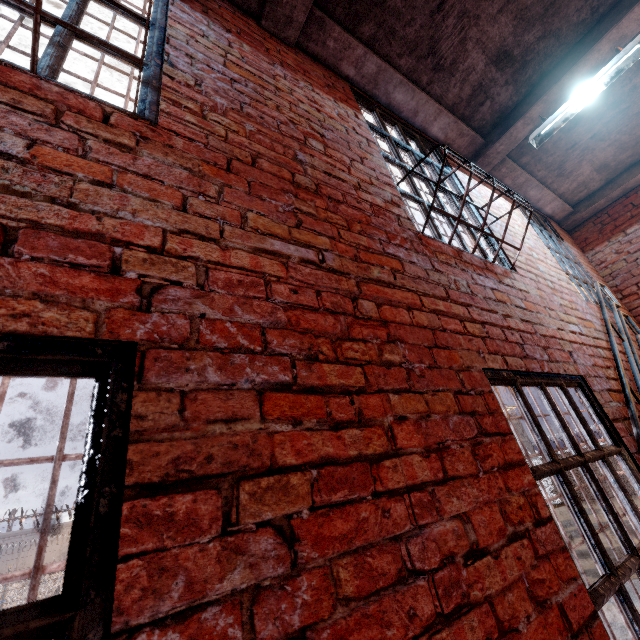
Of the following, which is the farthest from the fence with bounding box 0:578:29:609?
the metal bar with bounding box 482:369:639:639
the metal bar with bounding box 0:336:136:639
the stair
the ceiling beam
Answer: the metal bar with bounding box 0:336:136:639

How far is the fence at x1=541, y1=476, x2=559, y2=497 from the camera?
21.1m

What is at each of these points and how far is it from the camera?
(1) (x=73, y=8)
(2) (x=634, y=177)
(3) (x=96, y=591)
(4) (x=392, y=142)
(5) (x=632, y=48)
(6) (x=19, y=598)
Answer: (1) metal bar, 1.4 meters
(2) ceiling beam, 5.0 meters
(3) metal bar, 0.6 meters
(4) metal bar, 3.1 meters
(5) ceiling light, 3.1 meters
(6) fence, 18.3 meters

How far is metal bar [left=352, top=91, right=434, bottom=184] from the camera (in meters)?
2.86

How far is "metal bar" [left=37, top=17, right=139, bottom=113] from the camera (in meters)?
1.19

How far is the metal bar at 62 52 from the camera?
1.2m

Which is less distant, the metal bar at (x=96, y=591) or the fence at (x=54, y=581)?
the metal bar at (x=96, y=591)

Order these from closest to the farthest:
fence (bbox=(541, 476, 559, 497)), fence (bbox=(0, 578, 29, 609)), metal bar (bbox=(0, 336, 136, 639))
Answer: metal bar (bbox=(0, 336, 136, 639)) → fence (bbox=(0, 578, 29, 609)) → fence (bbox=(541, 476, 559, 497))
